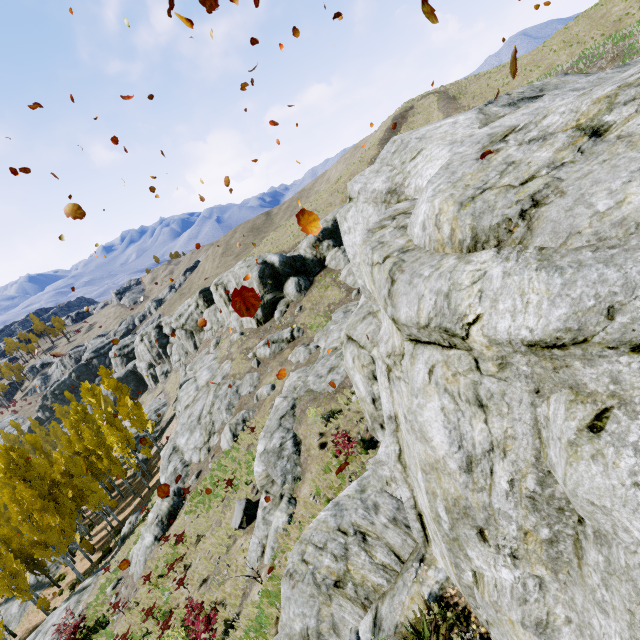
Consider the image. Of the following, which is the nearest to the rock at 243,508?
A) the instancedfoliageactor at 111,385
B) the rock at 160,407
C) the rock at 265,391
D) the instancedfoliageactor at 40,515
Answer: the instancedfoliageactor at 40,515

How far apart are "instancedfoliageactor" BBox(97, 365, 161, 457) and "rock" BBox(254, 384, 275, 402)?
19.8 meters

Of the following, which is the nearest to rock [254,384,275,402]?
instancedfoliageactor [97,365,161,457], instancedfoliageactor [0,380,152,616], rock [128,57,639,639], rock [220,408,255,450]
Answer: rock [220,408,255,450]

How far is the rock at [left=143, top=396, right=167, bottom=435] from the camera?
51.9m

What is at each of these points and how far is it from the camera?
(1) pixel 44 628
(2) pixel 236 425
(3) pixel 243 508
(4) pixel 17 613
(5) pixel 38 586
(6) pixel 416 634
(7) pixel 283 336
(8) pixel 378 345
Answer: (1) rock, 21.7m
(2) rock, 23.3m
(3) rock, 14.6m
(4) rock, 31.8m
(5) rock, 33.8m
(6) instancedfoliageactor, 5.0m
(7) rock, 29.2m
(8) rock, 5.6m

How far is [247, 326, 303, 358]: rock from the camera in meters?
29.1

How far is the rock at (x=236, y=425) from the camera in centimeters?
2248cm

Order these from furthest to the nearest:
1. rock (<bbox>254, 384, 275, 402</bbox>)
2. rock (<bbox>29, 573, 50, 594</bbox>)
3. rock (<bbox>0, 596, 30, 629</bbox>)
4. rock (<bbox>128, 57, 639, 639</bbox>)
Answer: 1. rock (<bbox>29, 573, 50, 594</bbox>)
2. rock (<bbox>0, 596, 30, 629</bbox>)
3. rock (<bbox>254, 384, 275, 402</bbox>)
4. rock (<bbox>128, 57, 639, 639</bbox>)
